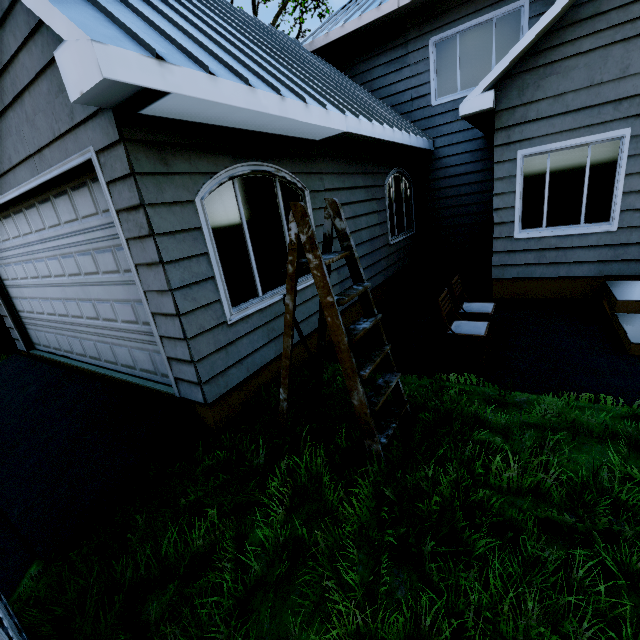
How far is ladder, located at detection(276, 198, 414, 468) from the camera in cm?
242

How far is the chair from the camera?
4.0m

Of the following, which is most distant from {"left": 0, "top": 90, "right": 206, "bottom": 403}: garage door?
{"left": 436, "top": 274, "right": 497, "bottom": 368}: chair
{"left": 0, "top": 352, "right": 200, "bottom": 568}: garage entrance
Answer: {"left": 436, "top": 274, "right": 497, "bottom": 368}: chair

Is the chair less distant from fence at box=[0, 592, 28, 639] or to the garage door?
the garage door

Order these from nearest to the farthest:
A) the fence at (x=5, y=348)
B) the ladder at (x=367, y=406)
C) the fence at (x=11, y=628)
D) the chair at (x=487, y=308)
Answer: the fence at (x=11, y=628), the ladder at (x=367, y=406), the chair at (x=487, y=308), the fence at (x=5, y=348)

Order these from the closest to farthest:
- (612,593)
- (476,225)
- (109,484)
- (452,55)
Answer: (612,593)
(109,484)
(452,55)
(476,225)

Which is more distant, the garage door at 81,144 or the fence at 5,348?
the fence at 5,348

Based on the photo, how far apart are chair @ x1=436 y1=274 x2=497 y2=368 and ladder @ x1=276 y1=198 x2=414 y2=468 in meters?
1.4
